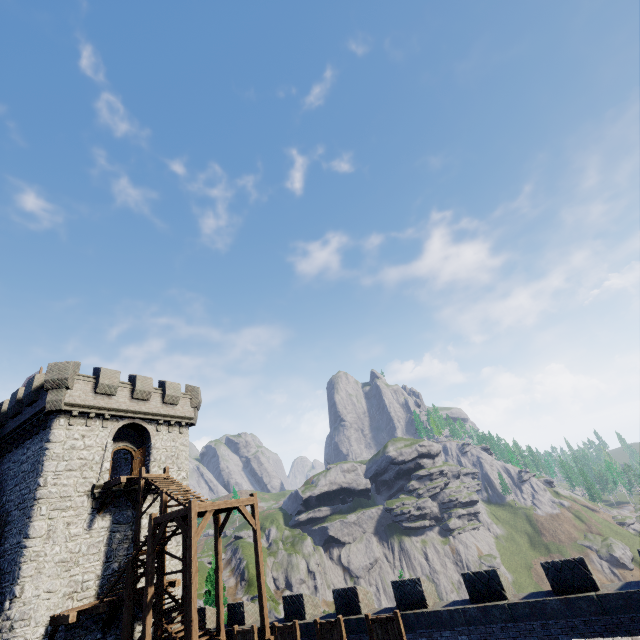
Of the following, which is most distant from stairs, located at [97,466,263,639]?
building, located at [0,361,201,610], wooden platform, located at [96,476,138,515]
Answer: building, located at [0,361,201,610]

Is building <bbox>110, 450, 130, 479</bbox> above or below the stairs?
above

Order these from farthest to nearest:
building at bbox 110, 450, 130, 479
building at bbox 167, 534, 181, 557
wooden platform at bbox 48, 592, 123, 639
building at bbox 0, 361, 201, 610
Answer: building at bbox 110, 450, 130, 479, building at bbox 167, 534, 181, 557, building at bbox 0, 361, 201, 610, wooden platform at bbox 48, 592, 123, 639

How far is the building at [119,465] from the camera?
27.69m

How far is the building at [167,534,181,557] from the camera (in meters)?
22.18

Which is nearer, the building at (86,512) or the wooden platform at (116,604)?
the wooden platform at (116,604)

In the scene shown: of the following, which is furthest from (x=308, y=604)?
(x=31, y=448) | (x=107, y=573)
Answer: (x=31, y=448)

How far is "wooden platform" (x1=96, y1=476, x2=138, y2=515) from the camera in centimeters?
1953cm
